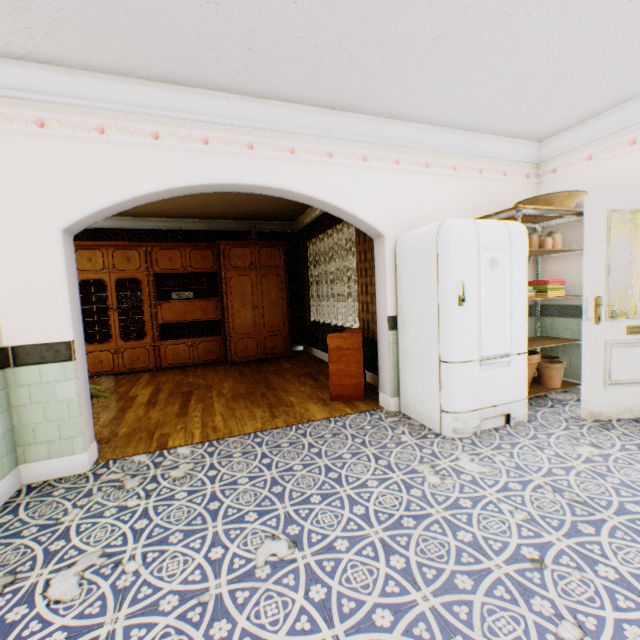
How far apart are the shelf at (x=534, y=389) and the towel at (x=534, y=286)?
0.13m

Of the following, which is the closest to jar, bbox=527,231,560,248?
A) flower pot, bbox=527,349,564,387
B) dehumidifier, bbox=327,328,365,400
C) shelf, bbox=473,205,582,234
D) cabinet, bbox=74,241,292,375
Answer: shelf, bbox=473,205,582,234

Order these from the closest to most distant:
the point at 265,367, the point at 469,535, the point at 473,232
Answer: the point at 469,535 → the point at 473,232 → the point at 265,367

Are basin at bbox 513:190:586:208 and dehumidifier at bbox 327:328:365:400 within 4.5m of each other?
yes

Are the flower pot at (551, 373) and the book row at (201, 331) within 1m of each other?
no

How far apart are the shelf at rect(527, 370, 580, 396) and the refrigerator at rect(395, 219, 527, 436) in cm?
6

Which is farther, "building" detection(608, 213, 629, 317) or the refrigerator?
"building" detection(608, 213, 629, 317)

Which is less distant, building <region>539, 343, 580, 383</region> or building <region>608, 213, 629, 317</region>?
building <region>608, 213, 629, 317</region>
